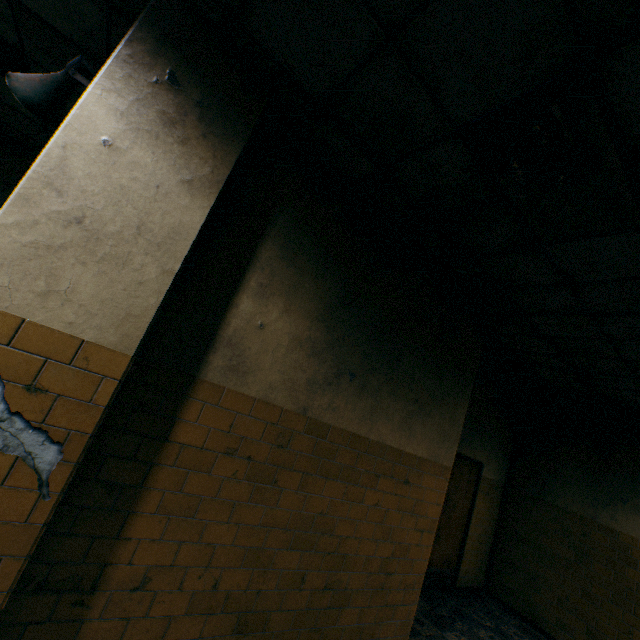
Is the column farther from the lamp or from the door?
the door

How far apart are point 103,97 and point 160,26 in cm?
58

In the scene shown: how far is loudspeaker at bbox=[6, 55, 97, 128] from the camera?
1.87m

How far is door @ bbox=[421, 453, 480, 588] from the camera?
5.4 meters

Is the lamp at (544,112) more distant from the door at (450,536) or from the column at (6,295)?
the door at (450,536)

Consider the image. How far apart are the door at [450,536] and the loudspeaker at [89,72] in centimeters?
578cm

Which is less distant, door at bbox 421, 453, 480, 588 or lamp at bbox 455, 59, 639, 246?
→ lamp at bbox 455, 59, 639, 246

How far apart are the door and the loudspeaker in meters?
5.8 m
